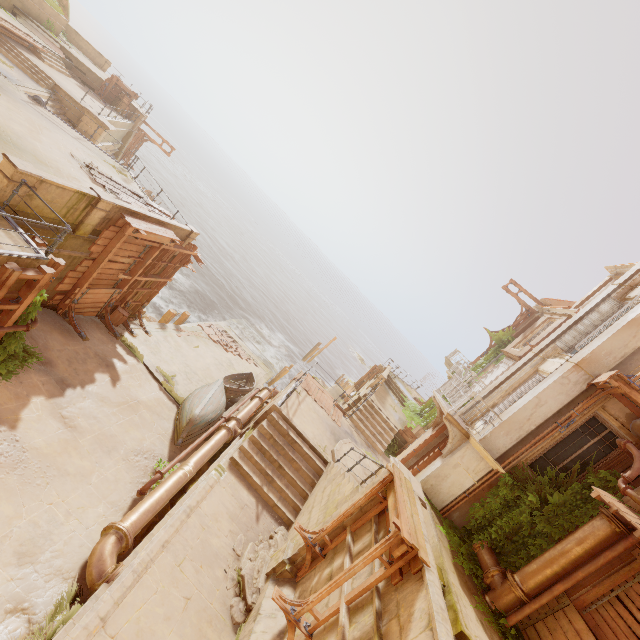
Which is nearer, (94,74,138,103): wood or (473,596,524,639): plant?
(473,596,524,639): plant

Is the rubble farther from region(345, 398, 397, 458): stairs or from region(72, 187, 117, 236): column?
region(72, 187, 117, 236): column

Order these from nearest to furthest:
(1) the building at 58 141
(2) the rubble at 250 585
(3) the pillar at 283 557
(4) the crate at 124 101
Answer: (2) the rubble at 250 585 < (3) the pillar at 283 557 < (1) the building at 58 141 < (4) the crate at 124 101

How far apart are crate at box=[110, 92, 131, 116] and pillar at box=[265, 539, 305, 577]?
33.83m

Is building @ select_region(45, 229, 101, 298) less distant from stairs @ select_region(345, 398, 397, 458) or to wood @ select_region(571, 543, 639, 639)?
stairs @ select_region(345, 398, 397, 458)

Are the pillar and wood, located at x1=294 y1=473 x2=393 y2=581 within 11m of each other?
yes

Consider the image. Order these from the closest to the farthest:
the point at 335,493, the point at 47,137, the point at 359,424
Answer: the point at 335,493, the point at 47,137, the point at 359,424

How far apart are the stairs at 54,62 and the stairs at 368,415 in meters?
28.3
